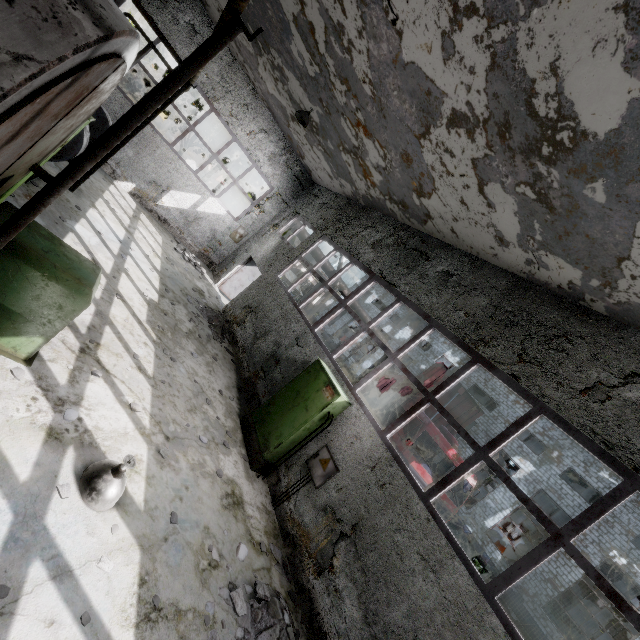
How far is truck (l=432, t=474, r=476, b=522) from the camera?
10.83m

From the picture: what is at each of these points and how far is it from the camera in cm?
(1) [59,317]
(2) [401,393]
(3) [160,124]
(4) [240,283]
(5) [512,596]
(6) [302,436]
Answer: (1) boiler tank, 402
(2) truck dump body, 1457
(3) door, 3066
(4) door, 1537
(5) pipe, 1733
(6) power box, 687

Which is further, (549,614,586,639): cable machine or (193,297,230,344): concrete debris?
(549,614,586,639): cable machine

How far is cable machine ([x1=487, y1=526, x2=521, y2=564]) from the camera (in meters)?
23.82

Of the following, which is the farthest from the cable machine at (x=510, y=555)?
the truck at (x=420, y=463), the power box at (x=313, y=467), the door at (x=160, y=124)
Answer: the door at (x=160, y=124)

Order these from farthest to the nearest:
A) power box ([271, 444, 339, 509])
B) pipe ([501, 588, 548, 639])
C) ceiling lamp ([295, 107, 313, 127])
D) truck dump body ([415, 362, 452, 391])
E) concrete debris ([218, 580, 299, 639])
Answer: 1. pipe ([501, 588, 548, 639])
2. truck dump body ([415, 362, 452, 391])
3. ceiling lamp ([295, 107, 313, 127])
4. power box ([271, 444, 339, 509])
5. concrete debris ([218, 580, 299, 639])

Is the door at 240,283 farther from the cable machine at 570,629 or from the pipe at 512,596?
the cable machine at 570,629

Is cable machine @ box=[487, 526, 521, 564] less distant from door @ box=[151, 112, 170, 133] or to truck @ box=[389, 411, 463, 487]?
truck @ box=[389, 411, 463, 487]
